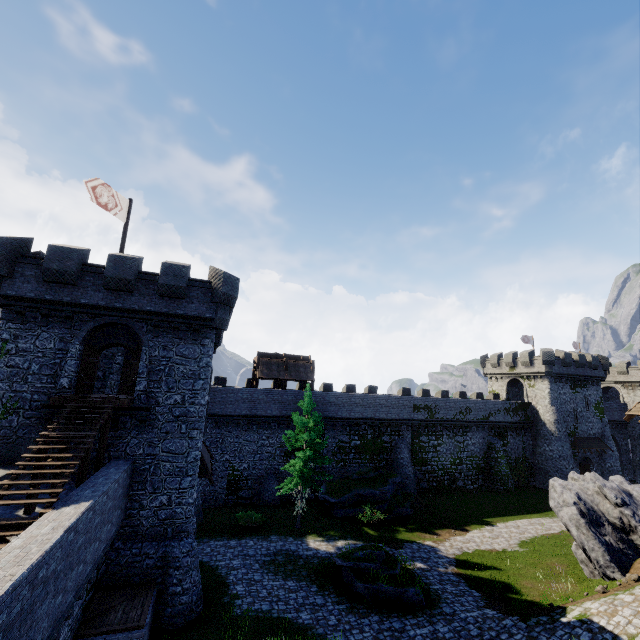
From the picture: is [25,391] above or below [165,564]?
above

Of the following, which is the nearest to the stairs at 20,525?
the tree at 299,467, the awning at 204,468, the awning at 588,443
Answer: the awning at 204,468

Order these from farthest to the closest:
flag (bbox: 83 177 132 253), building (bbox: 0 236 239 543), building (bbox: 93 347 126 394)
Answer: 1. building (bbox: 93 347 126 394)
2. flag (bbox: 83 177 132 253)
3. building (bbox: 0 236 239 543)

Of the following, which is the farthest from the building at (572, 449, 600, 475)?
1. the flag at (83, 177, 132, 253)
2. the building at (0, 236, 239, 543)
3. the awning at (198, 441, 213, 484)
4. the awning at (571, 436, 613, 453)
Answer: the flag at (83, 177, 132, 253)

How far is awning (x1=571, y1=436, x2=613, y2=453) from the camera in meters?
39.5

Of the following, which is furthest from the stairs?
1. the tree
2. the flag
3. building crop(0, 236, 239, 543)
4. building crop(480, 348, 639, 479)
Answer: building crop(480, 348, 639, 479)

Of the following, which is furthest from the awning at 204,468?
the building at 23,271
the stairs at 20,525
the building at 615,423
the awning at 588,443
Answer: the awning at 588,443

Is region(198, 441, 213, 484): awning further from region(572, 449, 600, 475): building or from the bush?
region(572, 449, 600, 475): building
